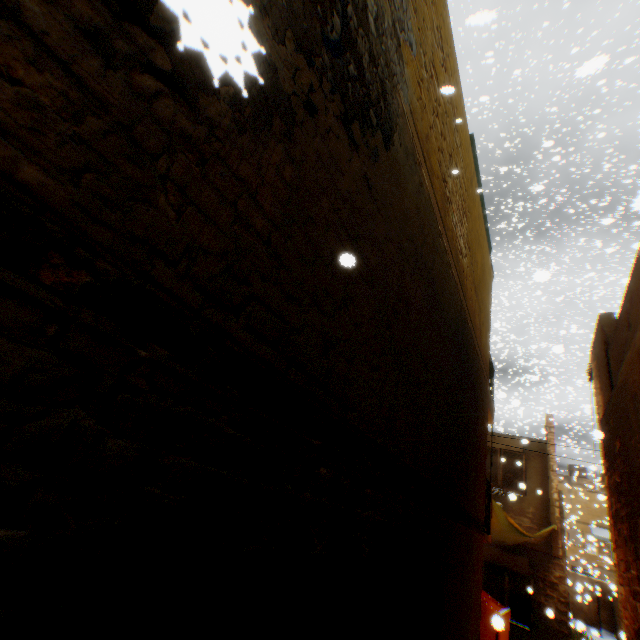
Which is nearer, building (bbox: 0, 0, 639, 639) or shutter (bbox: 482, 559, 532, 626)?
building (bbox: 0, 0, 639, 639)

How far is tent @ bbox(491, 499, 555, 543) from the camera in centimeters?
922cm

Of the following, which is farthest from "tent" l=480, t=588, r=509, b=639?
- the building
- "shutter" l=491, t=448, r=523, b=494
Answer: "shutter" l=491, t=448, r=523, b=494

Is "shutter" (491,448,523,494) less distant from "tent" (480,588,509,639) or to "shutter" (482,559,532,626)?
"tent" (480,588,509,639)

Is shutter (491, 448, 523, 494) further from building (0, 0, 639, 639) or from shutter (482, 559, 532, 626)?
shutter (482, 559, 532, 626)

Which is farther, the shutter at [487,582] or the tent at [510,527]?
the shutter at [487,582]

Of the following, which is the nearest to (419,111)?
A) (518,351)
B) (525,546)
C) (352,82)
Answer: (352,82)

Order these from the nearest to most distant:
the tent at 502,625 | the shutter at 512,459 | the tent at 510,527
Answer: the tent at 502,625, the tent at 510,527, the shutter at 512,459
